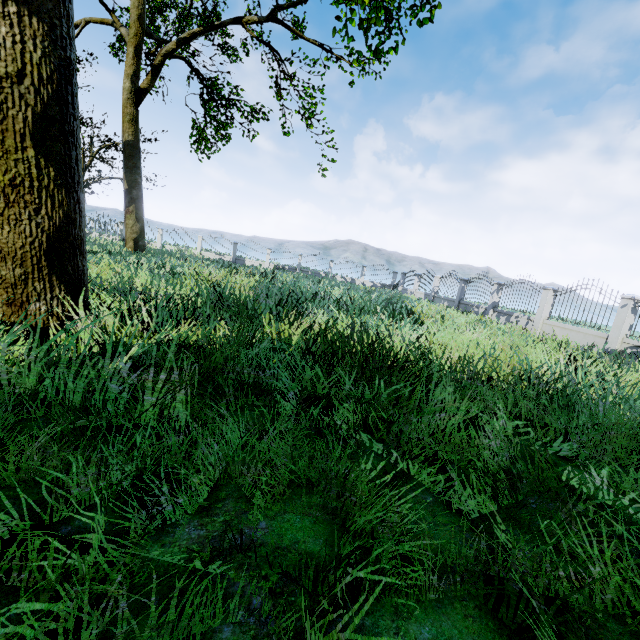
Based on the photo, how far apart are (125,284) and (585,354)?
12.0 meters

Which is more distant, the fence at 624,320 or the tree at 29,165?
the fence at 624,320

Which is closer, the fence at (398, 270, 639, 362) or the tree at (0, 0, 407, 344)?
the tree at (0, 0, 407, 344)
